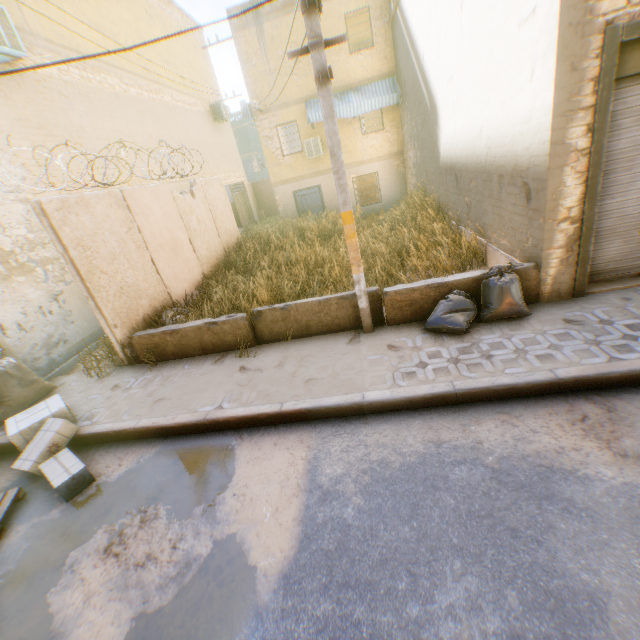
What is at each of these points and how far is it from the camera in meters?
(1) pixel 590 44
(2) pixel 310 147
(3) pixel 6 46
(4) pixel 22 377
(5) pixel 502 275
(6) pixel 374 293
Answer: (1) building, 3.8
(2) building, 15.3
(3) air conditioner, 6.4
(4) trash bag, 5.8
(5) trash bag, 4.8
(6) concrete block, 5.6

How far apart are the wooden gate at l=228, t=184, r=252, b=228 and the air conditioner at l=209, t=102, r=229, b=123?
3.2m

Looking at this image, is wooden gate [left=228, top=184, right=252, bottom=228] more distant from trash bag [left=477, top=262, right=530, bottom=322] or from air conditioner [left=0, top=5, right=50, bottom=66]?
trash bag [left=477, top=262, right=530, bottom=322]

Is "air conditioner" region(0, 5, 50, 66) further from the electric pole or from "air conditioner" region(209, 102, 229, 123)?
"air conditioner" region(209, 102, 229, 123)

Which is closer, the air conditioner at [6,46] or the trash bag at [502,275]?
the trash bag at [502,275]

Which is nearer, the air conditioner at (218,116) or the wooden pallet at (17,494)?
the wooden pallet at (17,494)

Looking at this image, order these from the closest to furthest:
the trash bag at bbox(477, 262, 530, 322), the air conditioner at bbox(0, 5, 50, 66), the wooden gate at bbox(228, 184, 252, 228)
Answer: the trash bag at bbox(477, 262, 530, 322)
the air conditioner at bbox(0, 5, 50, 66)
the wooden gate at bbox(228, 184, 252, 228)

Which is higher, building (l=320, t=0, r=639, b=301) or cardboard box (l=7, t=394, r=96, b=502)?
building (l=320, t=0, r=639, b=301)
